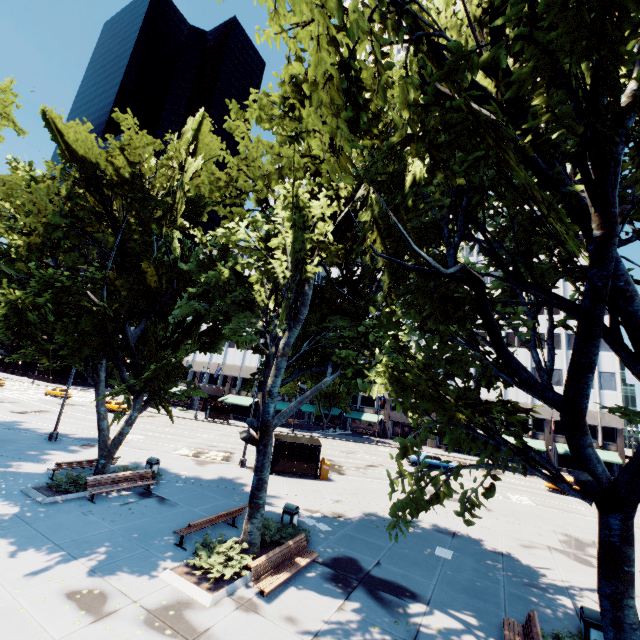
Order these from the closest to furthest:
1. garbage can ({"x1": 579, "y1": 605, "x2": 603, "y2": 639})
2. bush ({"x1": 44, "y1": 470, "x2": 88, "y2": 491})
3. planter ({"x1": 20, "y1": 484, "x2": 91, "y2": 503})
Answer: garbage can ({"x1": 579, "y1": 605, "x2": 603, "y2": 639})
planter ({"x1": 20, "y1": 484, "x2": 91, "y2": 503})
bush ({"x1": 44, "y1": 470, "x2": 88, "y2": 491})

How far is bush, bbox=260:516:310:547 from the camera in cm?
1148

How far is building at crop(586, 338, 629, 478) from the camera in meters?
42.6 m

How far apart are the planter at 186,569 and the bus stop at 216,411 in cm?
3769

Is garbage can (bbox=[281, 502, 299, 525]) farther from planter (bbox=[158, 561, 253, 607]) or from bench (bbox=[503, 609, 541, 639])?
bench (bbox=[503, 609, 541, 639])

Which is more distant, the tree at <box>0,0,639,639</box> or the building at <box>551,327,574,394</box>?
the building at <box>551,327,574,394</box>

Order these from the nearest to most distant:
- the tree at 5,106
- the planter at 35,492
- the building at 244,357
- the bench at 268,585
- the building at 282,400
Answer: the bench at 268,585, the planter at 35,492, the tree at 5,106, the building at 282,400, the building at 244,357

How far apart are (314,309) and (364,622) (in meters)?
9.53
